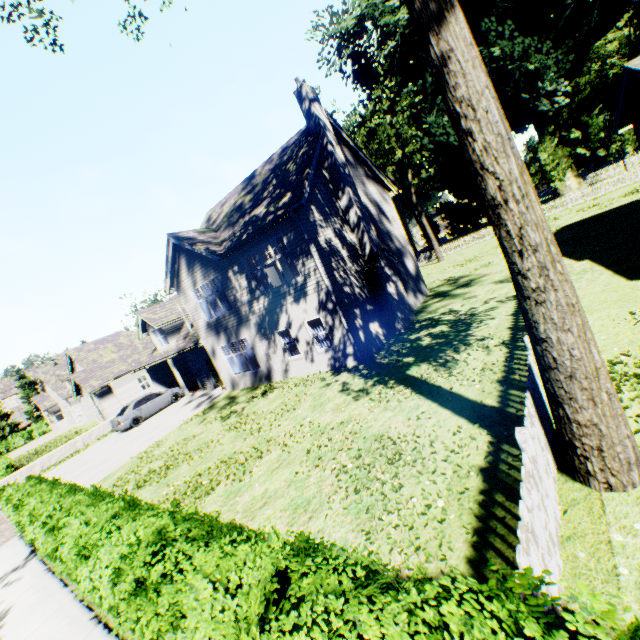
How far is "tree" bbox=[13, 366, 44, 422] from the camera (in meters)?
57.84

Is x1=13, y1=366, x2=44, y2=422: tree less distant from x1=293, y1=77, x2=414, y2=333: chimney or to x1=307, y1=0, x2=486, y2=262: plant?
x1=307, y1=0, x2=486, y2=262: plant

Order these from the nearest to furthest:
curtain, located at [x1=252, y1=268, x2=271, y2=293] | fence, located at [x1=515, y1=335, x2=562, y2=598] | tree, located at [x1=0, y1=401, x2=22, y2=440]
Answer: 1. fence, located at [x1=515, y1=335, x2=562, y2=598]
2. curtain, located at [x1=252, y1=268, x2=271, y2=293]
3. tree, located at [x1=0, y1=401, x2=22, y2=440]

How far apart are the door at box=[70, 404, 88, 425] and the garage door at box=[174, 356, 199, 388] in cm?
1941

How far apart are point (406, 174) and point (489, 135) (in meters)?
48.11

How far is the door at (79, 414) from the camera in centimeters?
3647cm

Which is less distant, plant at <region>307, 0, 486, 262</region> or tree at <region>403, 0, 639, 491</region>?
tree at <region>403, 0, 639, 491</region>

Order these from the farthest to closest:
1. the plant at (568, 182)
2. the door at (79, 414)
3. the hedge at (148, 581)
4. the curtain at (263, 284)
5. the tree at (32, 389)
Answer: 1. the tree at (32, 389)
2. the door at (79, 414)
3. the plant at (568, 182)
4. the curtain at (263, 284)
5. the hedge at (148, 581)
